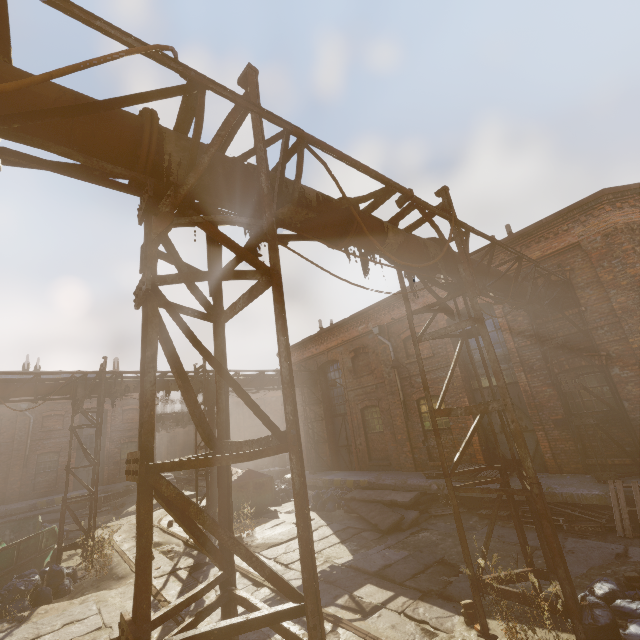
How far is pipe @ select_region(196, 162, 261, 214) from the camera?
3.44m

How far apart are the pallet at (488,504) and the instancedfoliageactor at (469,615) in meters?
4.3

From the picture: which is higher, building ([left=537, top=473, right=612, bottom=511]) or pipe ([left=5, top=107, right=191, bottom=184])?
pipe ([left=5, top=107, right=191, bottom=184])

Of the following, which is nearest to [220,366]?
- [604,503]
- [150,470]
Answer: [150,470]

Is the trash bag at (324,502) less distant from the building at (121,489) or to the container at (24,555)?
the container at (24,555)

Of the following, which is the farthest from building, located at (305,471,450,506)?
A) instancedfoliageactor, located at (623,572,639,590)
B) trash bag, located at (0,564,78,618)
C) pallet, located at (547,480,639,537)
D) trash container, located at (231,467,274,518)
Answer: trash bag, located at (0,564,78,618)

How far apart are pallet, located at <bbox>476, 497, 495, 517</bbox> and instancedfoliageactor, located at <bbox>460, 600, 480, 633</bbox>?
4.30m
